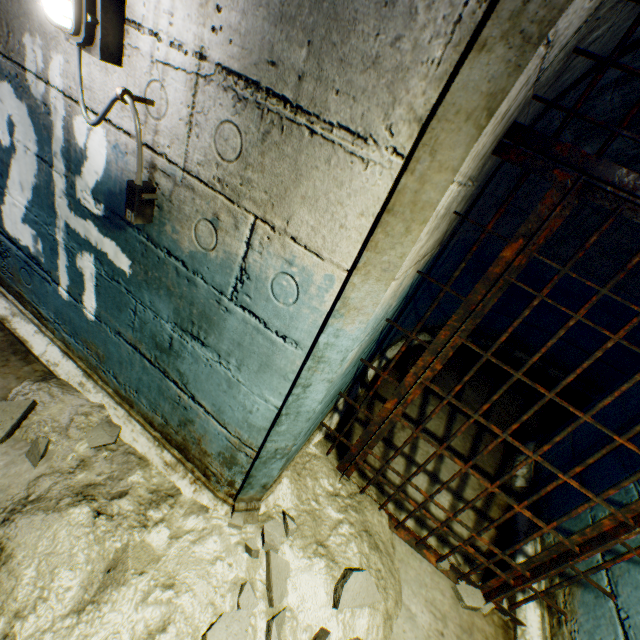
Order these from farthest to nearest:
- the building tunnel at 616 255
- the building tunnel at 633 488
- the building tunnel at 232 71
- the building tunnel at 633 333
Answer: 1. the building tunnel at 633 333
2. the building tunnel at 616 255
3. the building tunnel at 633 488
4. the building tunnel at 232 71

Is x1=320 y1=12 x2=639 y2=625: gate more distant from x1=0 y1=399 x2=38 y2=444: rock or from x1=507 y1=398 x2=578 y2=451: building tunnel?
x1=0 y1=399 x2=38 y2=444: rock

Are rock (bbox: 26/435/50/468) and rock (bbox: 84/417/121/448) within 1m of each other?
yes

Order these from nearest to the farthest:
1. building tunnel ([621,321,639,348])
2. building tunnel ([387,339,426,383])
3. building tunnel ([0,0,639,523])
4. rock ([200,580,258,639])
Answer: building tunnel ([0,0,639,523]) < rock ([200,580,258,639]) < building tunnel ([387,339,426,383]) < building tunnel ([621,321,639,348])

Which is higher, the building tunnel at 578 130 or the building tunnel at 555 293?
the building tunnel at 578 130

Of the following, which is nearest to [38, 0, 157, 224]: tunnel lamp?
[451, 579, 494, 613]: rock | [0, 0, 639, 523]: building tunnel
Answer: [0, 0, 639, 523]: building tunnel

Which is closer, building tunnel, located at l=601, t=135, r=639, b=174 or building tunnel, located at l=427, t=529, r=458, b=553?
building tunnel, located at l=427, t=529, r=458, b=553

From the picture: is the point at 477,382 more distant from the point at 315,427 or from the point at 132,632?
the point at 132,632
